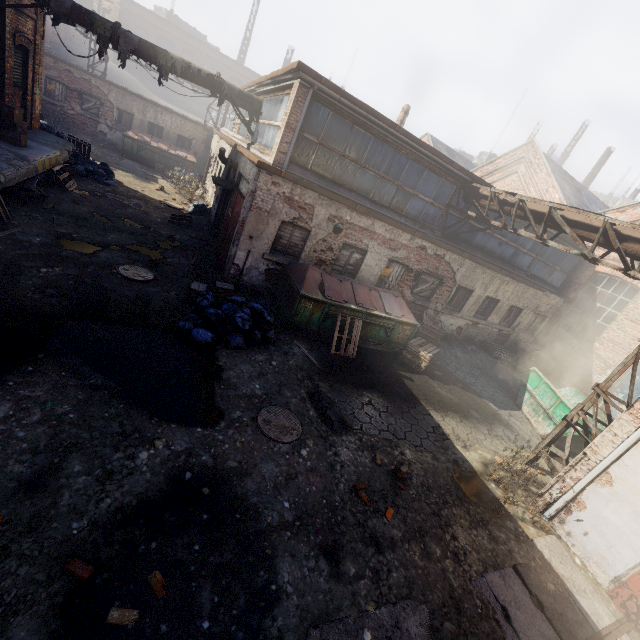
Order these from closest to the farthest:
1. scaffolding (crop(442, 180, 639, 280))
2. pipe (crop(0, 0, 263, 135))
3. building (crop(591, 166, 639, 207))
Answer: scaffolding (crop(442, 180, 639, 280)) < pipe (crop(0, 0, 263, 135)) < building (crop(591, 166, 639, 207))

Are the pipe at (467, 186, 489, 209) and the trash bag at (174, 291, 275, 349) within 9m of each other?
yes

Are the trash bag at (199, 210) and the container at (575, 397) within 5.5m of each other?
no

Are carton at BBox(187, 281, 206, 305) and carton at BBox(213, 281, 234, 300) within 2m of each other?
yes

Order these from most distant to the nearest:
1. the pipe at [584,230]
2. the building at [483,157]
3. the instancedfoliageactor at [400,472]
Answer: the building at [483,157], the pipe at [584,230], the instancedfoliageactor at [400,472]

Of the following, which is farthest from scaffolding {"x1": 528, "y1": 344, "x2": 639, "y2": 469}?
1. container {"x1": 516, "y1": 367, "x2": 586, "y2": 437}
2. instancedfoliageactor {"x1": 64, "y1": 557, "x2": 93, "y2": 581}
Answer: instancedfoliageactor {"x1": 64, "y1": 557, "x2": 93, "y2": 581}

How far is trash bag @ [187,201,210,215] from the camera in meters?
15.4

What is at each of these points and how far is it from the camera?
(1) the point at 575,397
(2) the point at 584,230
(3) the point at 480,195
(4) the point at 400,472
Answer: (1) container, 11.56m
(2) pipe, 8.00m
(3) pipe, 10.83m
(4) instancedfoliageactor, 5.87m
